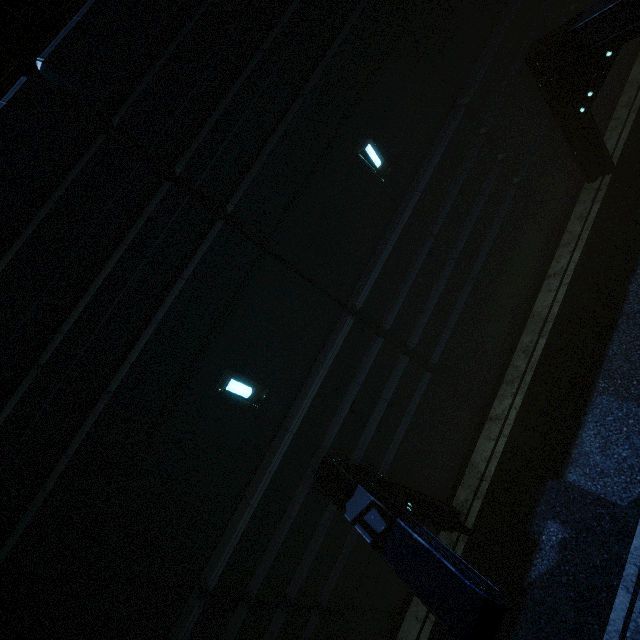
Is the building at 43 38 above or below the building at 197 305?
above

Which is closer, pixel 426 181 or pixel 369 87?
pixel 369 87

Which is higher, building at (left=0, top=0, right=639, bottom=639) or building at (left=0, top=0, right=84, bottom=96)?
building at (left=0, top=0, right=84, bottom=96)
